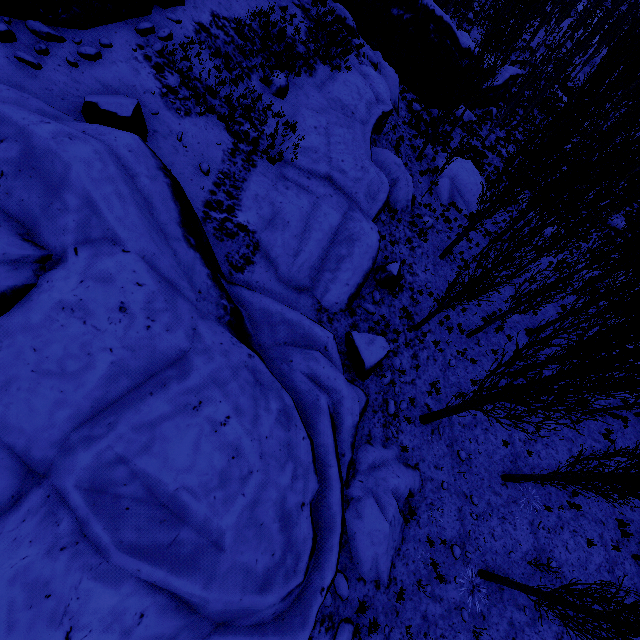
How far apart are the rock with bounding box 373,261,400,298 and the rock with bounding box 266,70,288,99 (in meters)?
7.36

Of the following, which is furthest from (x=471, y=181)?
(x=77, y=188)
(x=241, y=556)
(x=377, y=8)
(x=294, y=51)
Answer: (x=241, y=556)

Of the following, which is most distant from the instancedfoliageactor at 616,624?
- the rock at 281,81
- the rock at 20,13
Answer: the rock at 281,81

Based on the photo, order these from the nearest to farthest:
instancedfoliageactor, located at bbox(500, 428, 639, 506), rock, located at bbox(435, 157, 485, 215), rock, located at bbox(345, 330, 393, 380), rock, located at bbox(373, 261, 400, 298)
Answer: instancedfoliageactor, located at bbox(500, 428, 639, 506) < rock, located at bbox(345, 330, 393, 380) < rock, located at bbox(373, 261, 400, 298) < rock, located at bbox(435, 157, 485, 215)

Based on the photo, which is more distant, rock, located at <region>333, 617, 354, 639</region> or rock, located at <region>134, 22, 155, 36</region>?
rock, located at <region>134, 22, 155, 36</region>

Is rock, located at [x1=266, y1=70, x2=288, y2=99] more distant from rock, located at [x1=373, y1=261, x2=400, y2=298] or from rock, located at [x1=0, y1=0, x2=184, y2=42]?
rock, located at [x1=373, y1=261, x2=400, y2=298]

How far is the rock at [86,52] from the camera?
8.3m
